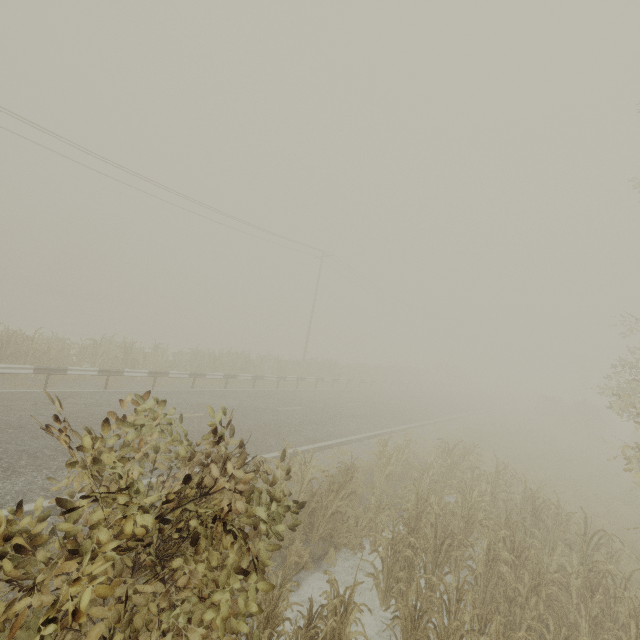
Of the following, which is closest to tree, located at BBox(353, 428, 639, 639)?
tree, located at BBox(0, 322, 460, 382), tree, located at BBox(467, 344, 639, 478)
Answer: tree, located at BBox(0, 322, 460, 382)

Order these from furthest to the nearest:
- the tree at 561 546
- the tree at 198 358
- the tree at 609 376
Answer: the tree at 198 358
the tree at 609 376
the tree at 561 546

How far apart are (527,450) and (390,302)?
29.3 meters

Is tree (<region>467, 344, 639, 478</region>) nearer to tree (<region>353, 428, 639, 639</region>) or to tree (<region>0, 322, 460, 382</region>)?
tree (<region>0, 322, 460, 382</region>)

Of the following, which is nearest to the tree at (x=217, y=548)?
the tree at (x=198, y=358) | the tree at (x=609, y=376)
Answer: the tree at (x=198, y=358)
